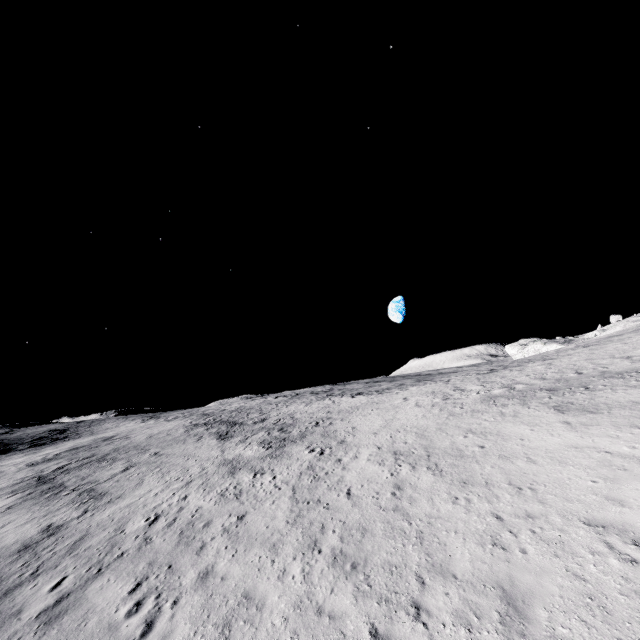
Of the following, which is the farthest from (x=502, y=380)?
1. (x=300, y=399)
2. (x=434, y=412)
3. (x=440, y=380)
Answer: (x=300, y=399)
